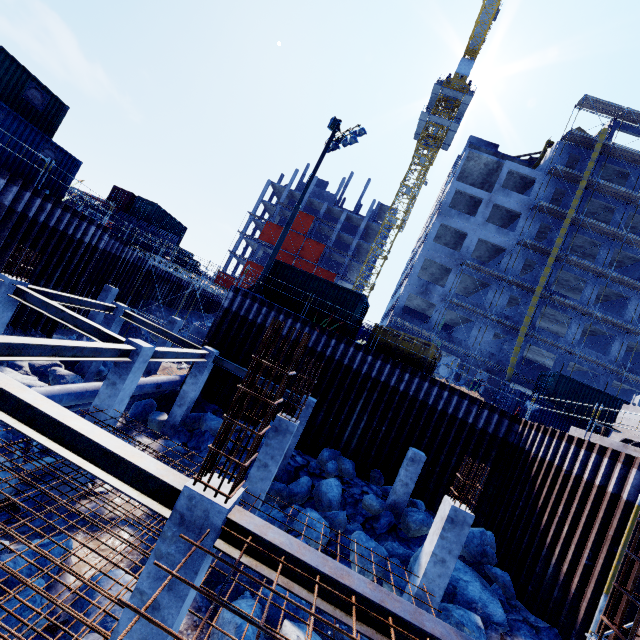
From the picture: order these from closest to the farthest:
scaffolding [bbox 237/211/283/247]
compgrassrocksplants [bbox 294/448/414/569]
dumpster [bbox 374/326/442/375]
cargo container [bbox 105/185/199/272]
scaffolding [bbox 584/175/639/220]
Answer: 1. compgrassrocksplants [bbox 294/448/414/569]
2. dumpster [bbox 374/326/442/375]
3. scaffolding [bbox 584/175/639/220]
4. cargo container [bbox 105/185/199/272]
5. scaffolding [bbox 237/211/283/247]

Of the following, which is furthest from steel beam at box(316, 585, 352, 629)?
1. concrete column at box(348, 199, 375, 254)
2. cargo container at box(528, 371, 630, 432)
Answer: concrete column at box(348, 199, 375, 254)

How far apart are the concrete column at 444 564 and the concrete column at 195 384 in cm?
1034

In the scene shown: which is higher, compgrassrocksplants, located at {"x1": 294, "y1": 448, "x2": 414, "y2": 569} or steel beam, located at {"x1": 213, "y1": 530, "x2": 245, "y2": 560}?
steel beam, located at {"x1": 213, "y1": 530, "x2": 245, "y2": 560}

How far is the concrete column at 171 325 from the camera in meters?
19.8 m

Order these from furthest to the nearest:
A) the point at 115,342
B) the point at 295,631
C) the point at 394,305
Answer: the point at 394,305 < the point at 115,342 < the point at 295,631

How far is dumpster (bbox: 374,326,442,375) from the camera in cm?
1680

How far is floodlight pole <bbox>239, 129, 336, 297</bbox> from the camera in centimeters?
1781cm
